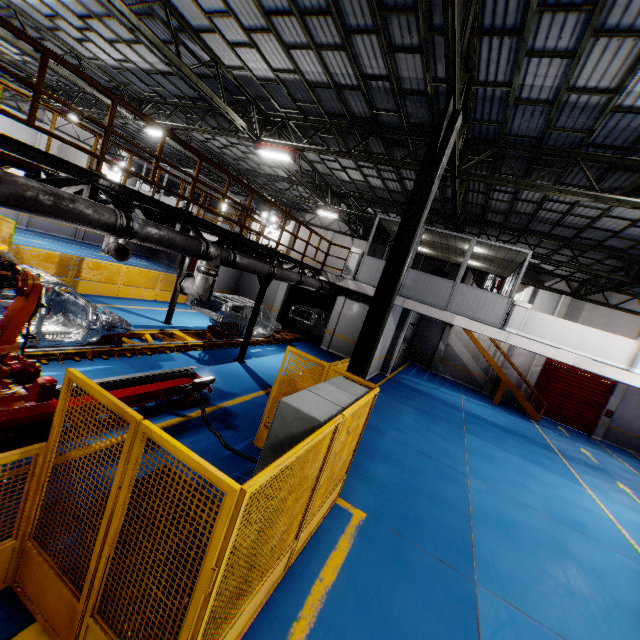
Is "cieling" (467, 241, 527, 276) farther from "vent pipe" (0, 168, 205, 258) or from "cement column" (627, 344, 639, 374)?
"cement column" (627, 344, 639, 374)

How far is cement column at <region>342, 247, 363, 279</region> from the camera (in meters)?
14.12

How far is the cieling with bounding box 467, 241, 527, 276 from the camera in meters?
12.4 m

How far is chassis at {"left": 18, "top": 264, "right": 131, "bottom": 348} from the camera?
6.7m

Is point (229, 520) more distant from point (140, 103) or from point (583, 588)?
point (140, 103)

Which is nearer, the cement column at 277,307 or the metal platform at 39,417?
the metal platform at 39,417

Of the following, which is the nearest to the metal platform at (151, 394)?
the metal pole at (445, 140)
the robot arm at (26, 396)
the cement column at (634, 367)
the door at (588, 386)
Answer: the robot arm at (26, 396)

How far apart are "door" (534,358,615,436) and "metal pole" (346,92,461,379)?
19.2 meters
